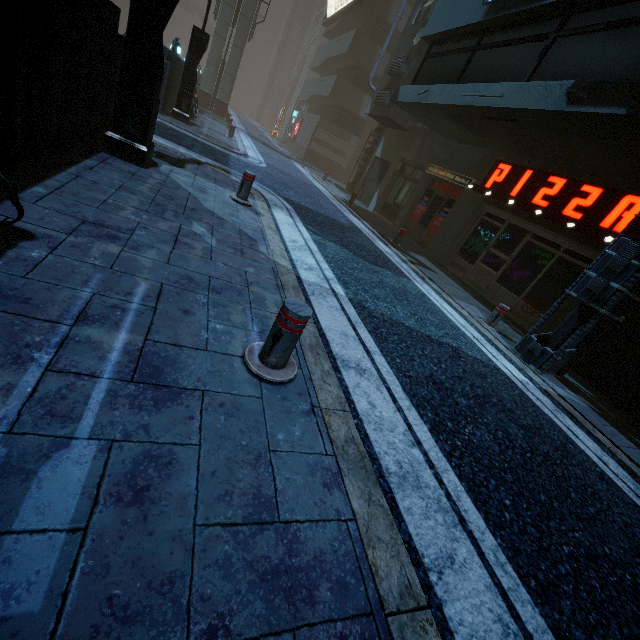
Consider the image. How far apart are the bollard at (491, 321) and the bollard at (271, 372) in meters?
6.0

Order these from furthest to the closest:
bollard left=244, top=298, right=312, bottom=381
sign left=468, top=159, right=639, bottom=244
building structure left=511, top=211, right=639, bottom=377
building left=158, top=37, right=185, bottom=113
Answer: building left=158, top=37, right=185, bottom=113, sign left=468, top=159, right=639, bottom=244, building structure left=511, top=211, right=639, bottom=377, bollard left=244, top=298, right=312, bottom=381

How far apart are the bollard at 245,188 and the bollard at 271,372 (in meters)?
4.57

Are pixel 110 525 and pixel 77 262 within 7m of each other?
yes

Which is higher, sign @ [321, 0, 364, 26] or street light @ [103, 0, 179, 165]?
sign @ [321, 0, 364, 26]

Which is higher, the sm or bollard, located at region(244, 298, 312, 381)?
the sm

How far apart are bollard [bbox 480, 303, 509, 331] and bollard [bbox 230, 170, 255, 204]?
5.8 meters

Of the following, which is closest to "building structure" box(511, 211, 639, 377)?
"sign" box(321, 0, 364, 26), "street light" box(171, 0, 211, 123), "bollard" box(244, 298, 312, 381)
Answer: "bollard" box(244, 298, 312, 381)
